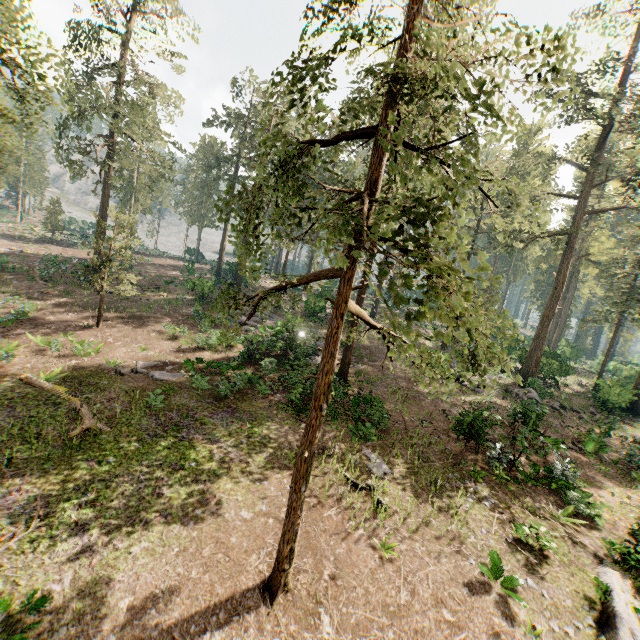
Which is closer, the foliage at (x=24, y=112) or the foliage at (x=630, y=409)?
the foliage at (x=24, y=112)

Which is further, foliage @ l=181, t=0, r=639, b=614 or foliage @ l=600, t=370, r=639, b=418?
foliage @ l=600, t=370, r=639, b=418

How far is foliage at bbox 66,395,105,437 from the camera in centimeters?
1222cm

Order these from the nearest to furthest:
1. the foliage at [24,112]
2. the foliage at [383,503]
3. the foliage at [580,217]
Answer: the foliage at [580,217] < the foliage at [24,112] < the foliage at [383,503]

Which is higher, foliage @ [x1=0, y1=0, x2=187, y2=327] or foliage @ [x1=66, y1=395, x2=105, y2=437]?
foliage @ [x1=0, y1=0, x2=187, y2=327]

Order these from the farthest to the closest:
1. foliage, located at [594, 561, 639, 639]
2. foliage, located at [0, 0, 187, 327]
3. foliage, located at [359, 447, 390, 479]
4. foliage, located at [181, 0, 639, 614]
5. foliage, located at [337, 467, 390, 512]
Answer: foliage, located at [359, 447, 390, 479]
foliage, located at [337, 467, 390, 512]
foliage, located at [0, 0, 187, 327]
foliage, located at [594, 561, 639, 639]
foliage, located at [181, 0, 639, 614]

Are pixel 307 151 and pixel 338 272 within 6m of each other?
yes
